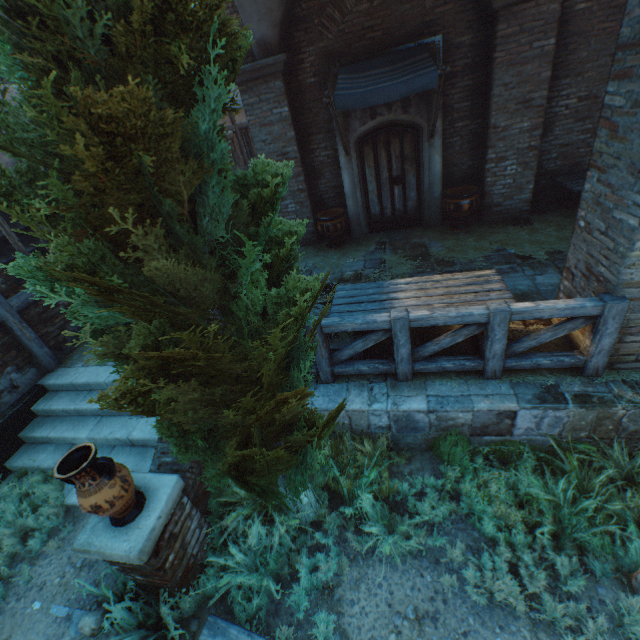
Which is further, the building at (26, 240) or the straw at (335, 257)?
the straw at (335, 257)

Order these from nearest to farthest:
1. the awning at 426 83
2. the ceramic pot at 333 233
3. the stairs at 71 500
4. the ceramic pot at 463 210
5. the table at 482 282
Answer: the table at 482 282, the stairs at 71 500, the awning at 426 83, the ceramic pot at 463 210, the ceramic pot at 333 233

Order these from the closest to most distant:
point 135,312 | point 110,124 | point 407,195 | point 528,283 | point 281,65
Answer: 1. point 110,124
2. point 135,312
3. point 528,283
4. point 281,65
5. point 407,195

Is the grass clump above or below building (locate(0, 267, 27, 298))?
below

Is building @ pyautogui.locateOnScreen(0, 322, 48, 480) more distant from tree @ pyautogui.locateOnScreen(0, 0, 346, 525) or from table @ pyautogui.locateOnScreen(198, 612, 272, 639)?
table @ pyautogui.locateOnScreen(198, 612, 272, 639)

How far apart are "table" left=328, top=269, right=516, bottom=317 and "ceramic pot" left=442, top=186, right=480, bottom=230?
3.2 meters

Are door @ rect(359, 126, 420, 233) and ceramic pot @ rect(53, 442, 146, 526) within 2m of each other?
no

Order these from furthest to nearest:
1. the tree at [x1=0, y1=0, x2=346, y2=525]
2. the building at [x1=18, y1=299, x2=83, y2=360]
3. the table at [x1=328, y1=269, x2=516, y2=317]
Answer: the building at [x1=18, y1=299, x2=83, y2=360]
the table at [x1=328, y1=269, x2=516, y2=317]
the tree at [x1=0, y1=0, x2=346, y2=525]
